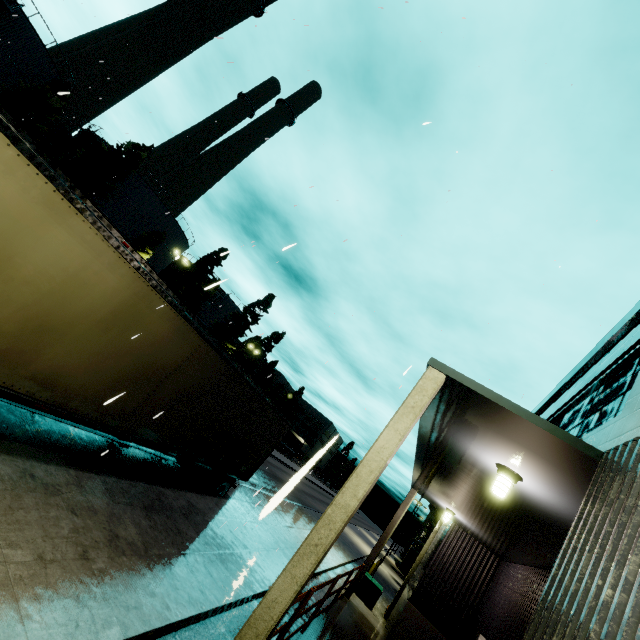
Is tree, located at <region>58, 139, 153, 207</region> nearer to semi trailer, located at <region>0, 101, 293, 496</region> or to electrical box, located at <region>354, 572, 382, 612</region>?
semi trailer, located at <region>0, 101, 293, 496</region>

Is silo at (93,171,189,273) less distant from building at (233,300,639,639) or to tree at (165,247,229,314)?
tree at (165,247,229,314)

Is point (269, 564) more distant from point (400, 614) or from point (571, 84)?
point (571, 84)

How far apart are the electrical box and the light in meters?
13.7 m

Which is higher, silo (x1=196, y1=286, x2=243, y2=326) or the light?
silo (x1=196, y1=286, x2=243, y2=326)

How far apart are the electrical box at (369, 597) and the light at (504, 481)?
13.66m

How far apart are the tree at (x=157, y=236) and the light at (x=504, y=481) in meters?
38.0

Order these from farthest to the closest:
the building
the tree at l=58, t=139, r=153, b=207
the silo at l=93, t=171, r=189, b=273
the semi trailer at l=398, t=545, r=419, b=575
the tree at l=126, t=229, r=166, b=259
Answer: the silo at l=93, t=171, r=189, b=273, the tree at l=126, t=229, r=166, b=259, the semi trailer at l=398, t=545, r=419, b=575, the tree at l=58, t=139, r=153, b=207, the building
